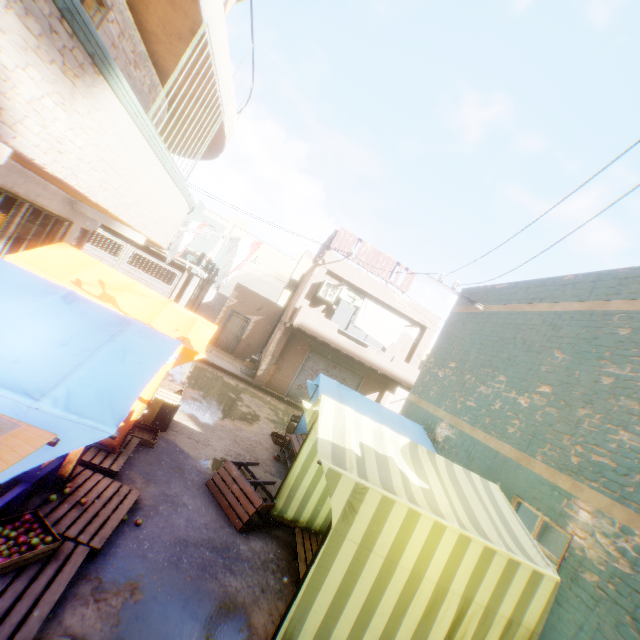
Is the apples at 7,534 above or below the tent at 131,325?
below

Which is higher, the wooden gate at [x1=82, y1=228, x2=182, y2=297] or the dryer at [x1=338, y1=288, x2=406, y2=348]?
the dryer at [x1=338, y1=288, x2=406, y2=348]

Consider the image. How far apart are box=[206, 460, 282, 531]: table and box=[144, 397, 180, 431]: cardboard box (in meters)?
1.68

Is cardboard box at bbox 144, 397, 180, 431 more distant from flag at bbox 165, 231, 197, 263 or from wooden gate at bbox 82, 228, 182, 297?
flag at bbox 165, 231, 197, 263

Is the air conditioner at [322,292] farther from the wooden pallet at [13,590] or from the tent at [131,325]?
the wooden pallet at [13,590]

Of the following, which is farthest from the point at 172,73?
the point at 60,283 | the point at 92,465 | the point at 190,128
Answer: the point at 92,465

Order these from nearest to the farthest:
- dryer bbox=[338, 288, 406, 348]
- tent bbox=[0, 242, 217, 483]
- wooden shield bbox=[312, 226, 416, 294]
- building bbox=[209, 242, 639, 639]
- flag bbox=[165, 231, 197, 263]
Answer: tent bbox=[0, 242, 217, 483], building bbox=[209, 242, 639, 639], flag bbox=[165, 231, 197, 263], dryer bbox=[338, 288, 406, 348], wooden shield bbox=[312, 226, 416, 294]

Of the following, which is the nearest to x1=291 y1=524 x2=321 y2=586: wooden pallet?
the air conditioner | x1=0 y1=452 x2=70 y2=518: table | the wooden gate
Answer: x1=0 y1=452 x2=70 y2=518: table
